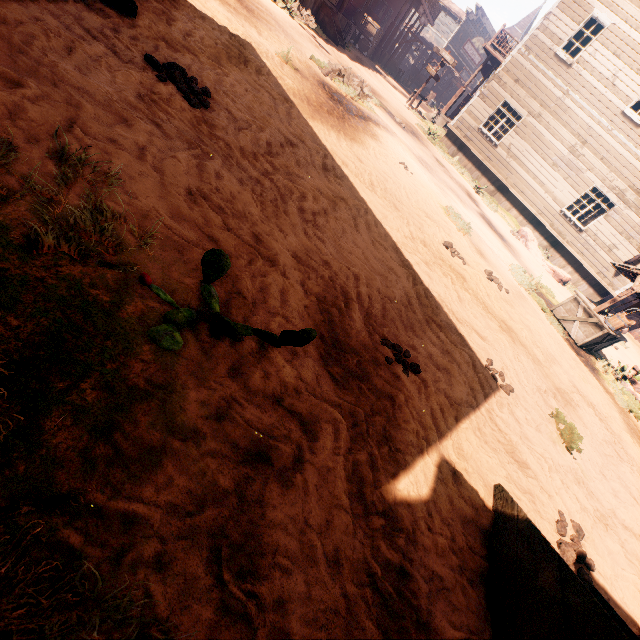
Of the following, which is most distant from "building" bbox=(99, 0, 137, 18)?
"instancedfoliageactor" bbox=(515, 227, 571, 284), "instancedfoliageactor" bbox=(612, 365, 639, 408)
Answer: "instancedfoliageactor" bbox=(612, 365, 639, 408)

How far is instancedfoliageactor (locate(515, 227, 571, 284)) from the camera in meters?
13.6 m

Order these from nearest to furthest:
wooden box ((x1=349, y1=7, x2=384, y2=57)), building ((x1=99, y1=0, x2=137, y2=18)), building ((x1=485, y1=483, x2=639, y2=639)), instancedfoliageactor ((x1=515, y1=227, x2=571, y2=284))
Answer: building ((x1=485, y1=483, x2=639, y2=639)), building ((x1=99, y1=0, x2=137, y2=18)), instancedfoliageactor ((x1=515, y1=227, x2=571, y2=284)), wooden box ((x1=349, y1=7, x2=384, y2=57))

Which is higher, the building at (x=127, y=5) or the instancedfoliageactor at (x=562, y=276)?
the instancedfoliageactor at (x=562, y=276)

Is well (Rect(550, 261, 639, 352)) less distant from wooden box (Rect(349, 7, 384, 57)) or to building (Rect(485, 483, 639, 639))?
building (Rect(485, 483, 639, 639))

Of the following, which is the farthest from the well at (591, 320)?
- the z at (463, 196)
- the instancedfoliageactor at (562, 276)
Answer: the instancedfoliageactor at (562, 276)

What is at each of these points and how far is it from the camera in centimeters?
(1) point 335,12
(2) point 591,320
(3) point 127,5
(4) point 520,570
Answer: (1) building, 1816cm
(2) well, 851cm
(3) building, 423cm
(4) building, 217cm

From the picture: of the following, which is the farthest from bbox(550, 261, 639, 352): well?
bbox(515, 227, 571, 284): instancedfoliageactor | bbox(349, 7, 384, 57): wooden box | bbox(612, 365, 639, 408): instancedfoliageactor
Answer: bbox(349, 7, 384, 57): wooden box
